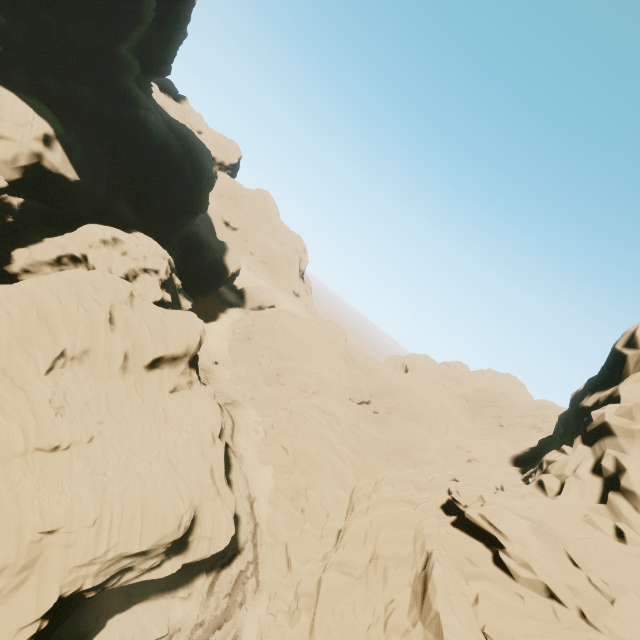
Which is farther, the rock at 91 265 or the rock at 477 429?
the rock at 91 265

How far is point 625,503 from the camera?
12.8 meters

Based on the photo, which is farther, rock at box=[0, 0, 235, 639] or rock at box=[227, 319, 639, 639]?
rock at box=[0, 0, 235, 639]
